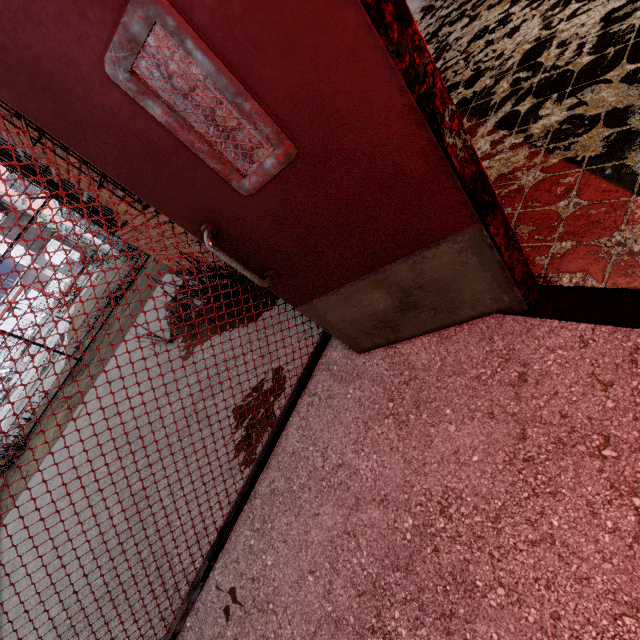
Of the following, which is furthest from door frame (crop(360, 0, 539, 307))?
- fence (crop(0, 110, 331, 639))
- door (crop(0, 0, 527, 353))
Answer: fence (crop(0, 110, 331, 639))

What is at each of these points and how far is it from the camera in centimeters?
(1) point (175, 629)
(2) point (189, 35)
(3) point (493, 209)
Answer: (1) fence, 176cm
(2) door, 81cm
(3) door frame, 122cm

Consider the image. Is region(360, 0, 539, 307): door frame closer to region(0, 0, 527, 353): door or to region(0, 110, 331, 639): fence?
region(0, 0, 527, 353): door

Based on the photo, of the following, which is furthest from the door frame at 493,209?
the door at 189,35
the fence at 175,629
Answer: the fence at 175,629
